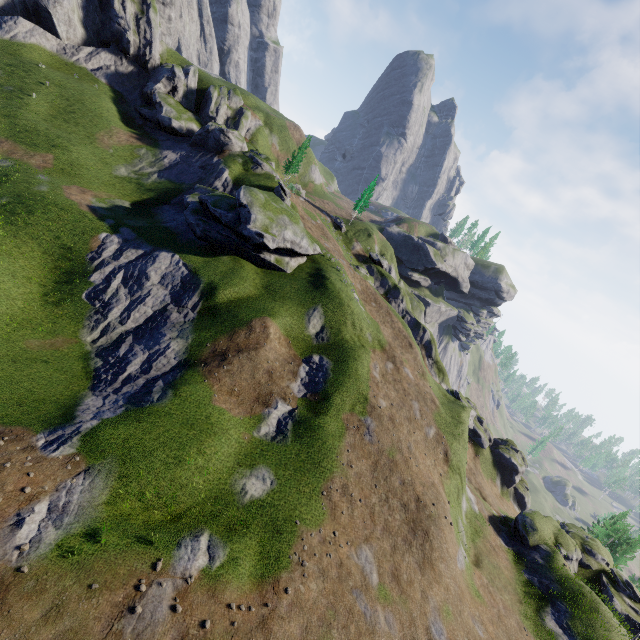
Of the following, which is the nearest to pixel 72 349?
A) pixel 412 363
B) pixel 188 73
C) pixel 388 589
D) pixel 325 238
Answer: pixel 388 589
